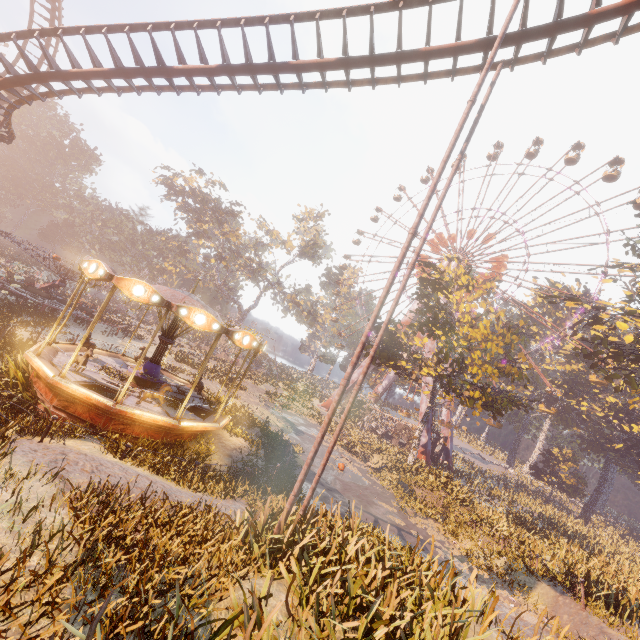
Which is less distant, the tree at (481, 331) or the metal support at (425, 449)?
the tree at (481, 331)

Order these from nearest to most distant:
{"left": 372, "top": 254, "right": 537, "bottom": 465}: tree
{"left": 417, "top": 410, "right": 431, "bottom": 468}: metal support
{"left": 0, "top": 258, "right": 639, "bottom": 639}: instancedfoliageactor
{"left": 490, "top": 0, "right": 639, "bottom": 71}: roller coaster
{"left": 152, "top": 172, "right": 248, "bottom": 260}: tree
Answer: {"left": 0, "top": 258, "right": 639, "bottom": 639}: instancedfoliageactor
{"left": 490, "top": 0, "right": 639, "bottom": 71}: roller coaster
{"left": 372, "top": 254, "right": 537, "bottom": 465}: tree
{"left": 417, "top": 410, "right": 431, "bottom": 468}: metal support
{"left": 152, "top": 172, "right": 248, "bottom": 260}: tree

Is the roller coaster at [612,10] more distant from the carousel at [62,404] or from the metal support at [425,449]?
the metal support at [425,449]

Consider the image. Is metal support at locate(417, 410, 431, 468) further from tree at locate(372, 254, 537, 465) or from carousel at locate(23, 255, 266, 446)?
carousel at locate(23, 255, 266, 446)

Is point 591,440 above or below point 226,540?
above

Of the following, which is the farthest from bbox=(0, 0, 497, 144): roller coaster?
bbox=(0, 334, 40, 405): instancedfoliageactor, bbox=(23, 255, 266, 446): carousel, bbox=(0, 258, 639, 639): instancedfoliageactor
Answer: bbox=(0, 334, 40, 405): instancedfoliageactor

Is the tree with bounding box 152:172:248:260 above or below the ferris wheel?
below

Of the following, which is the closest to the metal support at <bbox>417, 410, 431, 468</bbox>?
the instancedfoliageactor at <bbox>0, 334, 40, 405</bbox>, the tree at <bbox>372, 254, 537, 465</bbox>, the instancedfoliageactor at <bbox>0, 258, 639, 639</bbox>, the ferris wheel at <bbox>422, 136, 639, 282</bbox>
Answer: the tree at <bbox>372, 254, 537, 465</bbox>
